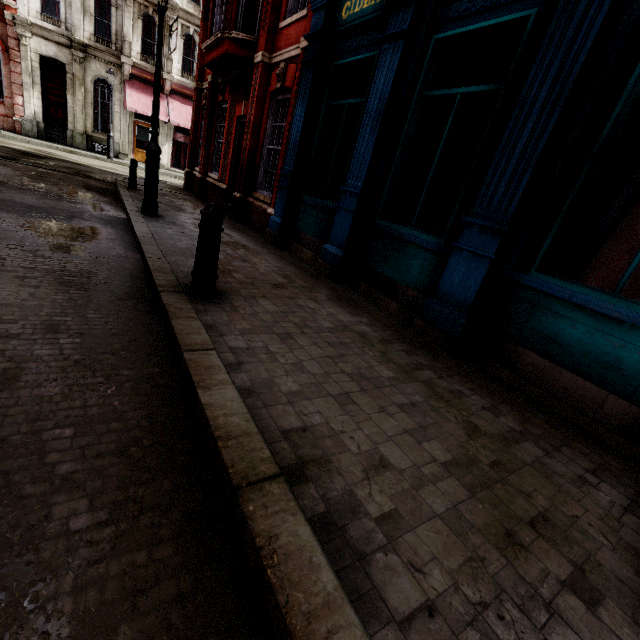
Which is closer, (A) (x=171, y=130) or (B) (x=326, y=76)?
(B) (x=326, y=76)

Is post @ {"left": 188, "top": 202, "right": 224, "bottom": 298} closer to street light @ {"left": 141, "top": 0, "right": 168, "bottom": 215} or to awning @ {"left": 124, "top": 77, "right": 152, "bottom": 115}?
street light @ {"left": 141, "top": 0, "right": 168, "bottom": 215}

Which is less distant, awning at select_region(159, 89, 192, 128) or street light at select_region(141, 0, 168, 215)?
A: street light at select_region(141, 0, 168, 215)

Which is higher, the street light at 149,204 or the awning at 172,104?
the awning at 172,104

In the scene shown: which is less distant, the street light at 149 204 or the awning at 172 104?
the street light at 149 204

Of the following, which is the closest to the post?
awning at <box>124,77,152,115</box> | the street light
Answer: the street light
